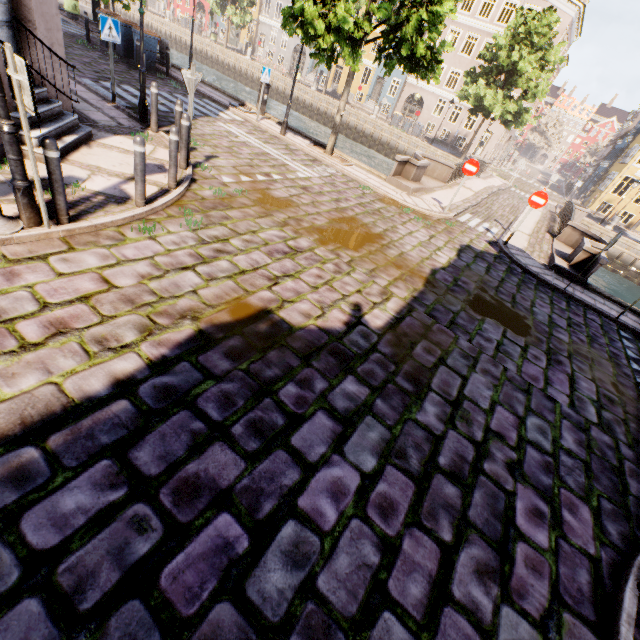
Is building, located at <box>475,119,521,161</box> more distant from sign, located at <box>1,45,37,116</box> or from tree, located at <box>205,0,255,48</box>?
sign, located at <box>1,45,37,116</box>

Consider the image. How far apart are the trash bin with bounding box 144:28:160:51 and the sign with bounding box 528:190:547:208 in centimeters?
1692cm

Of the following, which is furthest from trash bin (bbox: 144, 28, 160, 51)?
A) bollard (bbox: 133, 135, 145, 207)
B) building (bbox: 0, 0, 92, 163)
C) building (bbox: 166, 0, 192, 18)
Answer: building (bbox: 166, 0, 192, 18)

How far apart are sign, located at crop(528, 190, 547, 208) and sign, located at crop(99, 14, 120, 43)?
12.92m

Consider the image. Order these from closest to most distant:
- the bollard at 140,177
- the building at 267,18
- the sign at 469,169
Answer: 1. the bollard at 140,177
2. the sign at 469,169
3. the building at 267,18

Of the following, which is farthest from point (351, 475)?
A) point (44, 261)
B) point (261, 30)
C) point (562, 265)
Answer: point (261, 30)

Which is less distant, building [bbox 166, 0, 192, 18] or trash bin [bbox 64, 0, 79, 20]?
trash bin [bbox 64, 0, 79, 20]

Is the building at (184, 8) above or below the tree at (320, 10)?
below
